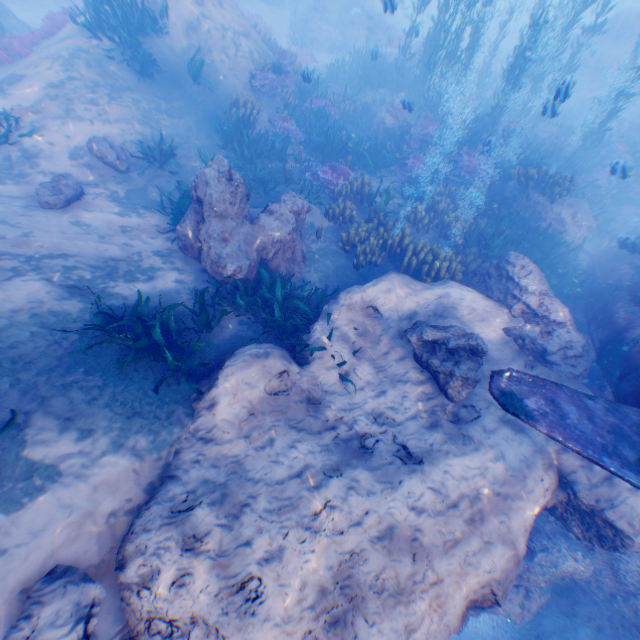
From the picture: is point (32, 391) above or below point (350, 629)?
above

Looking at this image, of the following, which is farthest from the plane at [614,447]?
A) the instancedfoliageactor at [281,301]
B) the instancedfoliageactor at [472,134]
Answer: the instancedfoliageactor at [281,301]

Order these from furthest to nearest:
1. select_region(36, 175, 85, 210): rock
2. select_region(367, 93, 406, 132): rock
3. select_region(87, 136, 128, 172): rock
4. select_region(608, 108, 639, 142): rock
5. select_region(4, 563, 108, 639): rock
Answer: select_region(608, 108, 639, 142): rock, select_region(367, 93, 406, 132): rock, select_region(87, 136, 128, 172): rock, select_region(36, 175, 85, 210): rock, select_region(4, 563, 108, 639): rock

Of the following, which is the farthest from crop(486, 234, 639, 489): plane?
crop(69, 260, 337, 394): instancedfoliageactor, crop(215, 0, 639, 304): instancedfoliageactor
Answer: crop(69, 260, 337, 394): instancedfoliageactor

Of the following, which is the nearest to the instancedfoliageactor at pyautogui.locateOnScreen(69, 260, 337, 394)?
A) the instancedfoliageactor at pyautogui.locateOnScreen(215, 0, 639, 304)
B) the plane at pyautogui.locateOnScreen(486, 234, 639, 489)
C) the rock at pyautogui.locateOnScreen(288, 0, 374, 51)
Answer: the rock at pyautogui.locateOnScreen(288, 0, 374, 51)

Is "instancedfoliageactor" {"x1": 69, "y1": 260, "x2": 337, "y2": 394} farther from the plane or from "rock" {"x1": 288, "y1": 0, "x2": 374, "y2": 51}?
the plane

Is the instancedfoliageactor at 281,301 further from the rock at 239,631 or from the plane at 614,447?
the plane at 614,447

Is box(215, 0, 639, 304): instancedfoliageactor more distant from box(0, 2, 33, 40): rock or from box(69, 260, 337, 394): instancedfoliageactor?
box(69, 260, 337, 394): instancedfoliageactor
